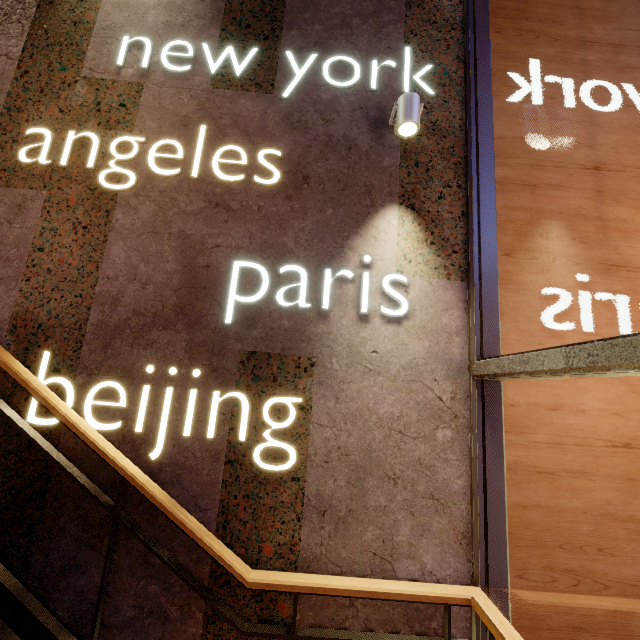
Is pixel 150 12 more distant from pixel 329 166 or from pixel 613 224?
pixel 613 224

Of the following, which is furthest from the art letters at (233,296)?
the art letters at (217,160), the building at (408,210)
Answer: the art letters at (217,160)

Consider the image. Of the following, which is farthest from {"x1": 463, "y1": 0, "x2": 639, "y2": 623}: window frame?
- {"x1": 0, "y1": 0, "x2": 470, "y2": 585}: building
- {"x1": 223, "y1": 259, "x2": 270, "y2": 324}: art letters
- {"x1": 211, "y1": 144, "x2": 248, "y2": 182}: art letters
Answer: {"x1": 211, "y1": 144, "x2": 248, "y2": 182}: art letters

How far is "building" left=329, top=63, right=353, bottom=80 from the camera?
2.5 meters

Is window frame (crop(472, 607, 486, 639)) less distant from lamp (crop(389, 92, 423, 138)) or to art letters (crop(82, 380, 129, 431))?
lamp (crop(389, 92, 423, 138))

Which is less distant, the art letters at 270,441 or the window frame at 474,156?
the window frame at 474,156

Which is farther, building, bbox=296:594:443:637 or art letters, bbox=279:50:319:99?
art letters, bbox=279:50:319:99

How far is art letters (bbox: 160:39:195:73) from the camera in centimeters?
249cm
